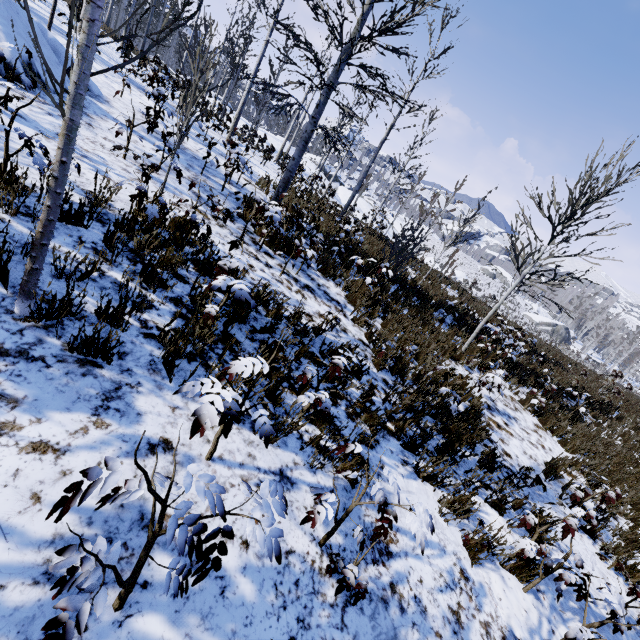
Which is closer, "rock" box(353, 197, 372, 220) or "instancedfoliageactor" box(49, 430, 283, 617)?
"instancedfoliageactor" box(49, 430, 283, 617)

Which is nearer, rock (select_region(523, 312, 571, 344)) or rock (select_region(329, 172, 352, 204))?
rock (select_region(329, 172, 352, 204))

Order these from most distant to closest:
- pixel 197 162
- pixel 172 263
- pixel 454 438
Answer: pixel 197 162
pixel 454 438
pixel 172 263

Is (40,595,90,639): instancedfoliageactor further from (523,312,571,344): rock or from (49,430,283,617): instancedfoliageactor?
(523,312,571,344): rock

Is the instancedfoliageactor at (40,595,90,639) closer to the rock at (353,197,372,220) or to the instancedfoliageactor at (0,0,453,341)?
the instancedfoliageactor at (0,0,453,341)

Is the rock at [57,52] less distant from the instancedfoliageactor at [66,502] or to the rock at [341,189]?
the instancedfoliageactor at [66,502]

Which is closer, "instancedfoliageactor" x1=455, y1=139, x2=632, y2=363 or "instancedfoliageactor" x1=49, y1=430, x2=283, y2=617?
"instancedfoliageactor" x1=49, y1=430, x2=283, y2=617

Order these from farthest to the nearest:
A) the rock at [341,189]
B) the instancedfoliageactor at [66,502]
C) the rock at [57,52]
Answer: the rock at [341,189] → the rock at [57,52] → the instancedfoliageactor at [66,502]
